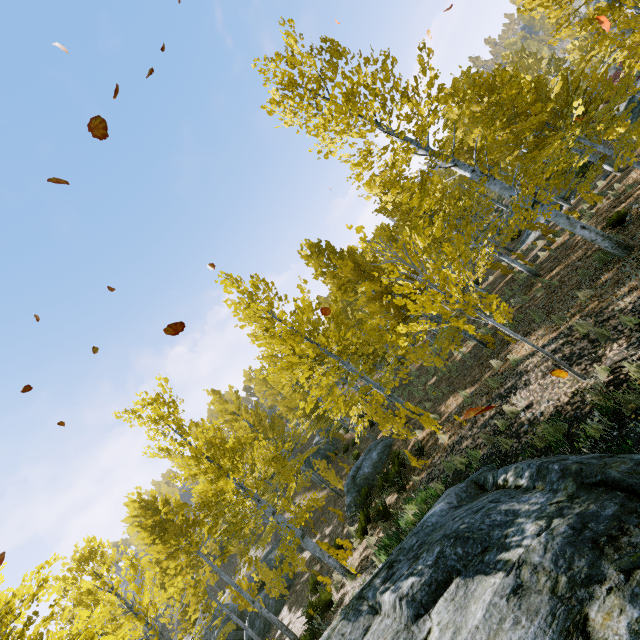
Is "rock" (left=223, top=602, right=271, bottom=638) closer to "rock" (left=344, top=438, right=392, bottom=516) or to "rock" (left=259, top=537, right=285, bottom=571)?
"rock" (left=259, top=537, right=285, bottom=571)

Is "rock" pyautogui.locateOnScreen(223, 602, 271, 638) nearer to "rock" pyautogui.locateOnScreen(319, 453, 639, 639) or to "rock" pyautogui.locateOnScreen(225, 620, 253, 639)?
"rock" pyautogui.locateOnScreen(225, 620, 253, 639)

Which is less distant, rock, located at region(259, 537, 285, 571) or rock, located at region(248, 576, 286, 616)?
rock, located at region(248, 576, 286, 616)

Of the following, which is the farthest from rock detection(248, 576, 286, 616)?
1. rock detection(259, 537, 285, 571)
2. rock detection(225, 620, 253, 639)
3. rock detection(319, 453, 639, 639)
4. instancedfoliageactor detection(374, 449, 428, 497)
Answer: instancedfoliageactor detection(374, 449, 428, 497)

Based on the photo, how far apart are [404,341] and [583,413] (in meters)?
9.71

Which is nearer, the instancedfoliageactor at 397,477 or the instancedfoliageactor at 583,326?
the instancedfoliageactor at 583,326

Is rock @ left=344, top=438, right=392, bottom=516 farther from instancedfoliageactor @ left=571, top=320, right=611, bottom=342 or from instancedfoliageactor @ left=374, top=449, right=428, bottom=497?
instancedfoliageactor @ left=374, top=449, right=428, bottom=497

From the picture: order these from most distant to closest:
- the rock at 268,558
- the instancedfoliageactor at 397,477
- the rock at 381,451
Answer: the rock at 268,558 → the rock at 381,451 → the instancedfoliageactor at 397,477
